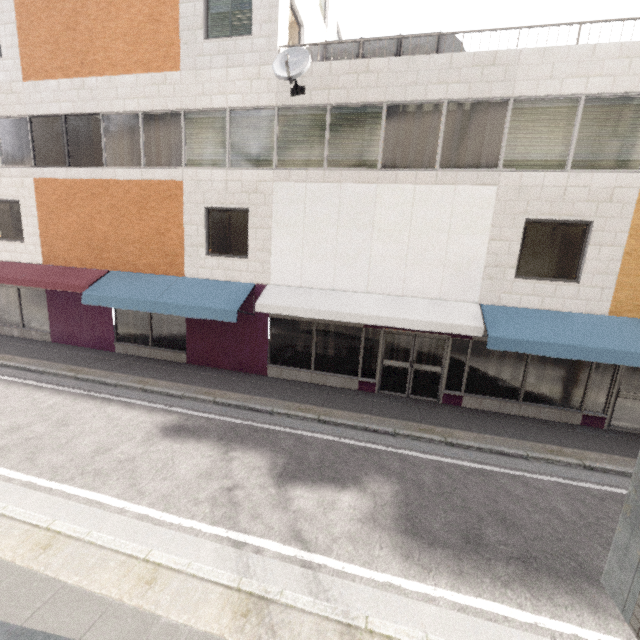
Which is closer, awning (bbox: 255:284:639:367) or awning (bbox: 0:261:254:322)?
awning (bbox: 255:284:639:367)

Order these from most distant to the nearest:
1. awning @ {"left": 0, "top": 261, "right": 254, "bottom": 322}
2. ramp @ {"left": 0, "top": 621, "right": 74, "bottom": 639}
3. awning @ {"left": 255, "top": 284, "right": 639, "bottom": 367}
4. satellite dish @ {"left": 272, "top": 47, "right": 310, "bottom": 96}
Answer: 1. awning @ {"left": 0, "top": 261, "right": 254, "bottom": 322}
2. satellite dish @ {"left": 272, "top": 47, "right": 310, "bottom": 96}
3. awning @ {"left": 255, "top": 284, "right": 639, "bottom": 367}
4. ramp @ {"left": 0, "top": 621, "right": 74, "bottom": 639}

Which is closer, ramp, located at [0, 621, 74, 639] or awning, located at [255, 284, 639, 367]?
ramp, located at [0, 621, 74, 639]

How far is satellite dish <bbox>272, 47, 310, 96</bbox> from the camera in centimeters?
799cm

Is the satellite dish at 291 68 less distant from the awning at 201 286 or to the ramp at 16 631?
the awning at 201 286

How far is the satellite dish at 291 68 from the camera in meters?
8.0 m

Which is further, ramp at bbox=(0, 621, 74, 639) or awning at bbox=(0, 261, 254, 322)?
awning at bbox=(0, 261, 254, 322)

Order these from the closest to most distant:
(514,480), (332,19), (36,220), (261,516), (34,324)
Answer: (261,516) < (514,480) < (36,220) < (34,324) < (332,19)
